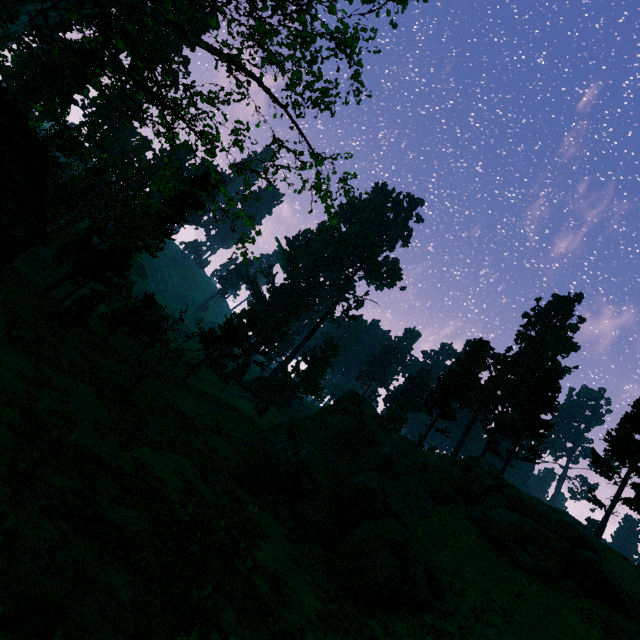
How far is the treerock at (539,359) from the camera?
35.2m

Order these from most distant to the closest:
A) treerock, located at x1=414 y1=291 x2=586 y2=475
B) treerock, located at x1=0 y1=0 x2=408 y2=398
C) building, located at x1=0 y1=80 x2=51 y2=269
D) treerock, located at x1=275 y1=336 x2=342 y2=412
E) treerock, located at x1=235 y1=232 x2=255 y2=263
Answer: treerock, located at x1=275 y1=336 x2=342 y2=412 → treerock, located at x1=414 y1=291 x2=586 y2=475 → building, located at x1=0 y1=80 x2=51 y2=269 → treerock, located at x1=235 y1=232 x2=255 y2=263 → treerock, located at x1=0 y1=0 x2=408 y2=398

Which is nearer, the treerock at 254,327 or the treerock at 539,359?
the treerock at 539,359

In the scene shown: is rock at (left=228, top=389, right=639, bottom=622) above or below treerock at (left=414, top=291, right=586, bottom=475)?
below

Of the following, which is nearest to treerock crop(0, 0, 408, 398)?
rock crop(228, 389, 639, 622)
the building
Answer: the building

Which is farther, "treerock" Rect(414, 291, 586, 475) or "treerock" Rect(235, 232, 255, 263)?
"treerock" Rect(414, 291, 586, 475)

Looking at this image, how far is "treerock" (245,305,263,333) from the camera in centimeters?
3728cm

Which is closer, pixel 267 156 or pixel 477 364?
pixel 267 156
